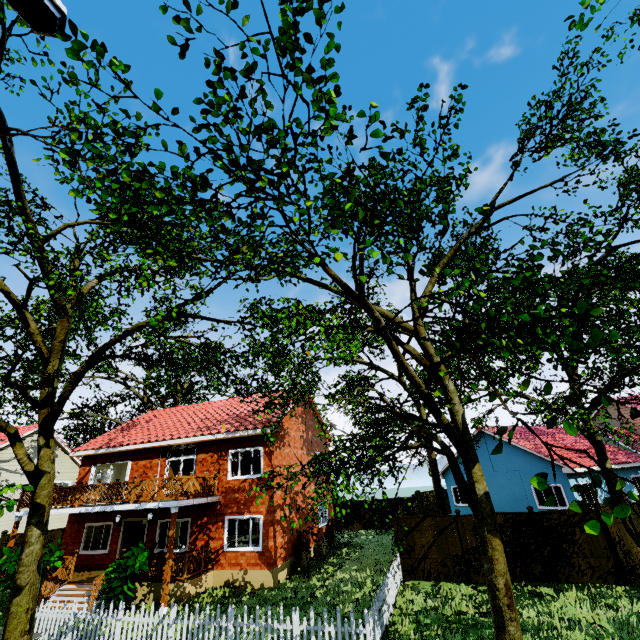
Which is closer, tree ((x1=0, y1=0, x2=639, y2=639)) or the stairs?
tree ((x1=0, y1=0, x2=639, y2=639))

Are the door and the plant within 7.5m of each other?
yes

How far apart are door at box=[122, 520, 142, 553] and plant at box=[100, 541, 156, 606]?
4.16m

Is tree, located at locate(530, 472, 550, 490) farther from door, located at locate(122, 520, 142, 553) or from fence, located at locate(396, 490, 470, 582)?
door, located at locate(122, 520, 142, 553)

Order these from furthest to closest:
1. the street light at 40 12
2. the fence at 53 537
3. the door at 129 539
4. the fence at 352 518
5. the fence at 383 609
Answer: the fence at 352 518 < the fence at 53 537 < the door at 129 539 < the fence at 383 609 < the street light at 40 12

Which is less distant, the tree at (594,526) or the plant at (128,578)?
the tree at (594,526)

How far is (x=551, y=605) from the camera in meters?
10.4 m

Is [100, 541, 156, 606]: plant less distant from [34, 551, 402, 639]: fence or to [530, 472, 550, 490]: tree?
[34, 551, 402, 639]: fence
